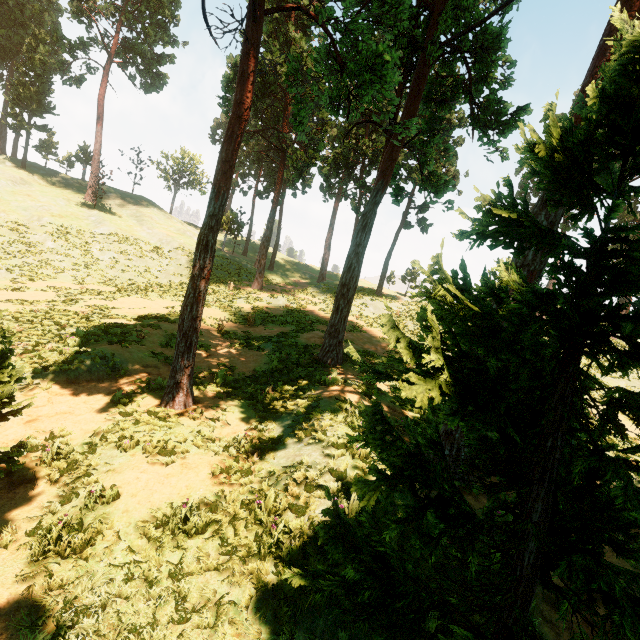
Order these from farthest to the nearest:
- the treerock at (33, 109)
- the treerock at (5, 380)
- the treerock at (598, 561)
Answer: the treerock at (33, 109), the treerock at (5, 380), the treerock at (598, 561)

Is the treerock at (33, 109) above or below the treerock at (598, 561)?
above

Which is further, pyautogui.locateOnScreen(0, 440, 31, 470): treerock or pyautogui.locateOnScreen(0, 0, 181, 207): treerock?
pyautogui.locateOnScreen(0, 0, 181, 207): treerock

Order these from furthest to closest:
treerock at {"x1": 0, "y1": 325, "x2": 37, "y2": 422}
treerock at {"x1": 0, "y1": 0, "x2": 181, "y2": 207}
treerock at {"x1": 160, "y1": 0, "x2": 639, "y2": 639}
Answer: treerock at {"x1": 0, "y1": 0, "x2": 181, "y2": 207} < treerock at {"x1": 0, "y1": 325, "x2": 37, "y2": 422} < treerock at {"x1": 160, "y1": 0, "x2": 639, "y2": 639}

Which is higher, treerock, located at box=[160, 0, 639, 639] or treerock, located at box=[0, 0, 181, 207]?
treerock, located at box=[0, 0, 181, 207]

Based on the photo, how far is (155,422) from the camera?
7.84m
